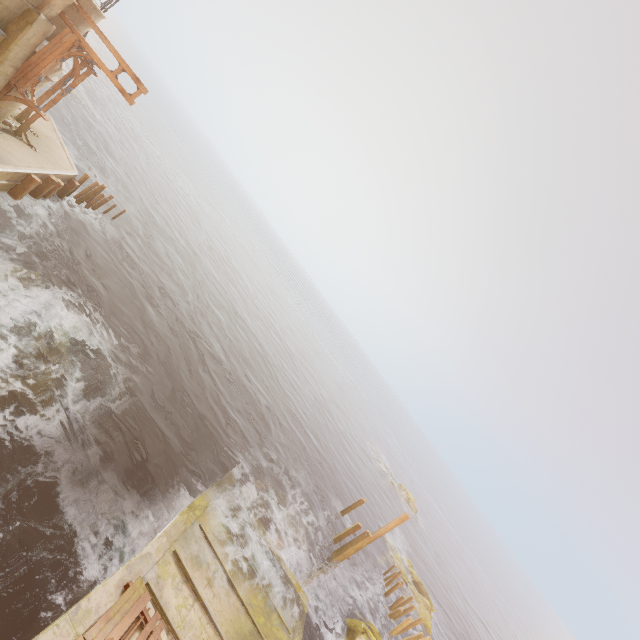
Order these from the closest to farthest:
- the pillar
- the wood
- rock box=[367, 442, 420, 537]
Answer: the wood < the pillar < rock box=[367, 442, 420, 537]

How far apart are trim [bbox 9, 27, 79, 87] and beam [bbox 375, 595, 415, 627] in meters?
34.4 m

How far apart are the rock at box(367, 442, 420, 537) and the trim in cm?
5394

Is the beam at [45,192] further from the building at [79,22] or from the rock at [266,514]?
the rock at [266,514]

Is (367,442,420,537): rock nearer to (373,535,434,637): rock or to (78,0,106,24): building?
(373,535,434,637): rock

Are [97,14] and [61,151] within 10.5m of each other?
yes

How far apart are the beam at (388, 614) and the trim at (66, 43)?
34.4m

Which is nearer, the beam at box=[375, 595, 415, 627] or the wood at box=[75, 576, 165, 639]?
the wood at box=[75, 576, 165, 639]
